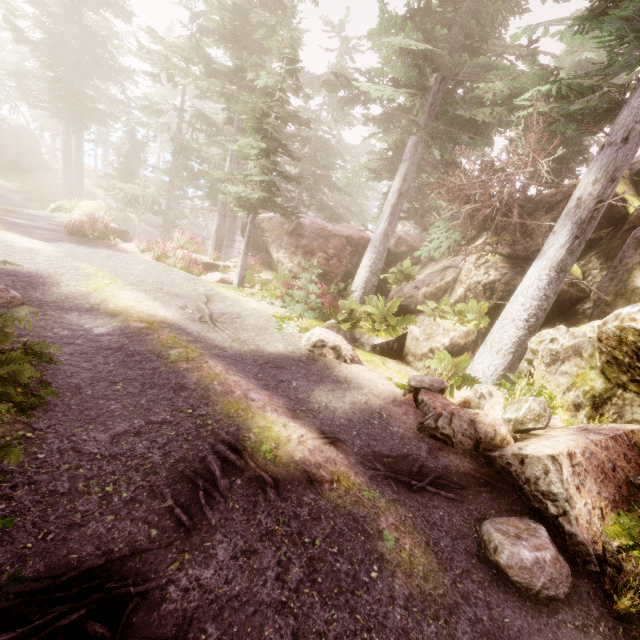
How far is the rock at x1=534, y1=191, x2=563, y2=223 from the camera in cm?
1097

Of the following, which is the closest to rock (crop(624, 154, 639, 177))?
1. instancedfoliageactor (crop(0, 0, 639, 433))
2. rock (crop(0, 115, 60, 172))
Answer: instancedfoliageactor (crop(0, 0, 639, 433))

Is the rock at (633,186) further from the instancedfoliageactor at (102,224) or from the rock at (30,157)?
the rock at (30,157)

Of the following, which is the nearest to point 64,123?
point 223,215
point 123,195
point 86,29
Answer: point 86,29

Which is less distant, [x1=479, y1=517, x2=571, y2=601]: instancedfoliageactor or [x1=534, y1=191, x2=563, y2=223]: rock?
[x1=479, y1=517, x2=571, y2=601]: instancedfoliageactor

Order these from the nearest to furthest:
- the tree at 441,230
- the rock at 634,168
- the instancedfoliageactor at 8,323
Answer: the instancedfoliageactor at 8,323 → the tree at 441,230 → the rock at 634,168

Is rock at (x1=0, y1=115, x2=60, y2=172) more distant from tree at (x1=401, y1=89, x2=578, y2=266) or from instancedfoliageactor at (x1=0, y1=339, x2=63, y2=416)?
tree at (x1=401, y1=89, x2=578, y2=266)
